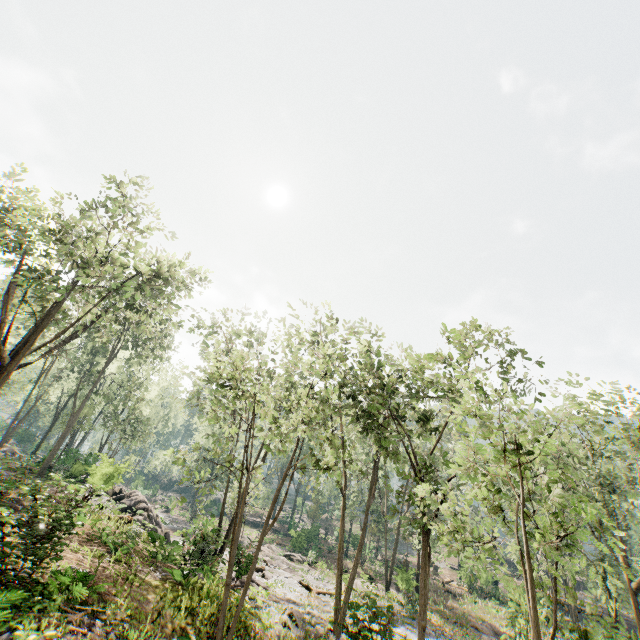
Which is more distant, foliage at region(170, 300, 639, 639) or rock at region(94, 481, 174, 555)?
rock at region(94, 481, 174, 555)

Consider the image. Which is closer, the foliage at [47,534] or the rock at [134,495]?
the foliage at [47,534]

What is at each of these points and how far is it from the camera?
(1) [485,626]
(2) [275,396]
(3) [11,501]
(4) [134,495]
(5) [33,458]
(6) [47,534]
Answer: (1) foliage, 27.0m
(2) foliage, 14.5m
(3) foliage, 7.8m
(4) rock, 27.3m
(5) foliage, 32.9m
(6) foliage, 8.4m

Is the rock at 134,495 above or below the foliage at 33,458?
below

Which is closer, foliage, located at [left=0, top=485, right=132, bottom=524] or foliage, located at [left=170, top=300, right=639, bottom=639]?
foliage, located at [left=170, top=300, right=639, bottom=639]

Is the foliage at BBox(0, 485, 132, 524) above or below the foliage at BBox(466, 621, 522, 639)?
above

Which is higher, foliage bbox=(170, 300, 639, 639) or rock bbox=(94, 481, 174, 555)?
foliage bbox=(170, 300, 639, 639)

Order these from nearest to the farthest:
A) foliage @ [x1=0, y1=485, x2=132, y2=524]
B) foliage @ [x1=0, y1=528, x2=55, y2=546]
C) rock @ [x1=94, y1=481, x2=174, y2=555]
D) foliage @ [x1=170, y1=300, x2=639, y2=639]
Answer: foliage @ [x1=170, y1=300, x2=639, y2=639] → foliage @ [x1=0, y1=485, x2=132, y2=524] → foliage @ [x1=0, y1=528, x2=55, y2=546] → rock @ [x1=94, y1=481, x2=174, y2=555]
